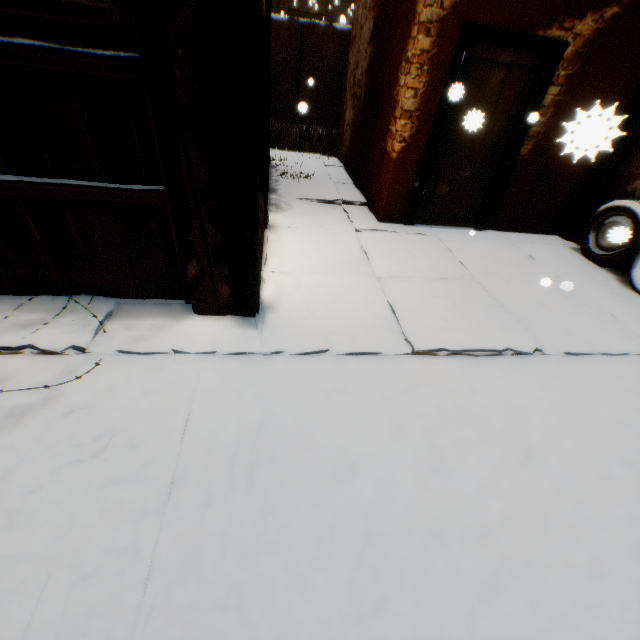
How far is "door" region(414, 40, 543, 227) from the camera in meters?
4.1

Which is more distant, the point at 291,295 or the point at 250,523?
the point at 291,295

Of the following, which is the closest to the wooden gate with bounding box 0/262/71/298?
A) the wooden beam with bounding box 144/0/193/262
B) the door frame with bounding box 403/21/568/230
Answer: the wooden beam with bounding box 144/0/193/262

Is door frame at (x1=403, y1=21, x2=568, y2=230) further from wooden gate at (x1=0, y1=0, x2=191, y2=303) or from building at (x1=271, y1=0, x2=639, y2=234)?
wooden gate at (x1=0, y1=0, x2=191, y2=303)

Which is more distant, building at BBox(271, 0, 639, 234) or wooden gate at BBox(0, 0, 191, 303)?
building at BBox(271, 0, 639, 234)

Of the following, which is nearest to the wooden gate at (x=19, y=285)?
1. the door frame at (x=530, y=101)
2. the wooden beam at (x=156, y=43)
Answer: the wooden beam at (x=156, y=43)

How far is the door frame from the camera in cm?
394

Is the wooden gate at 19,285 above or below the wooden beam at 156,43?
below
